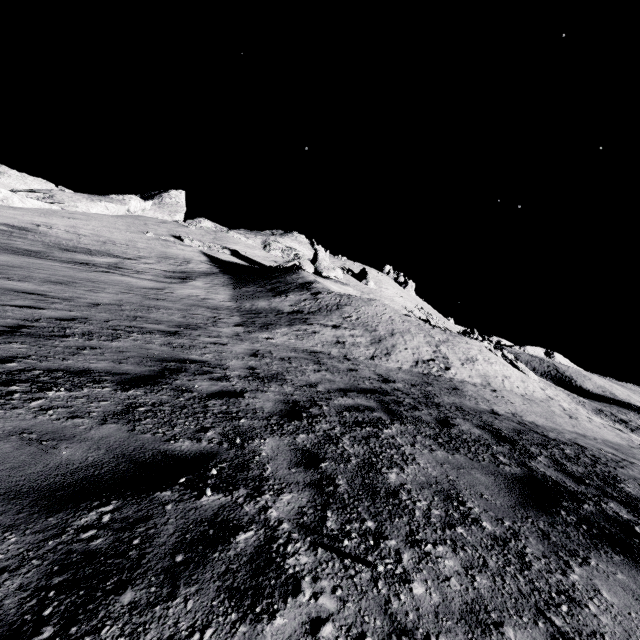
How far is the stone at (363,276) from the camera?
55.3 meters

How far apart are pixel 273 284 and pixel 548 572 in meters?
21.4

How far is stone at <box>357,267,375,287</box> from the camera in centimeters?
5534cm
